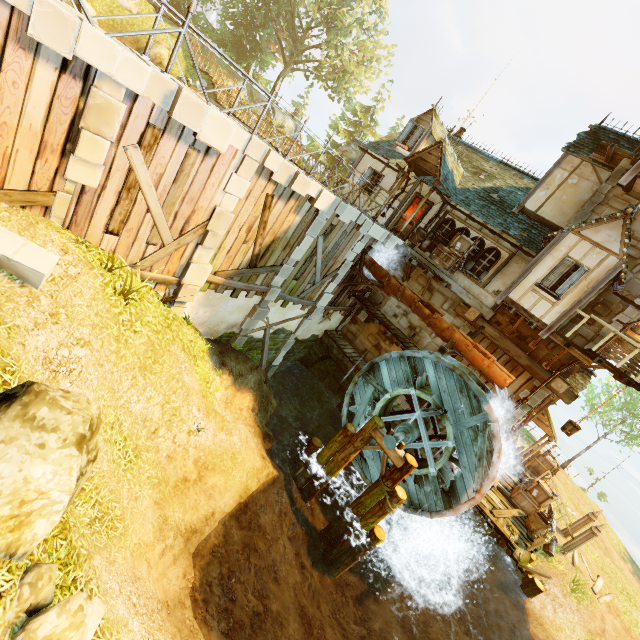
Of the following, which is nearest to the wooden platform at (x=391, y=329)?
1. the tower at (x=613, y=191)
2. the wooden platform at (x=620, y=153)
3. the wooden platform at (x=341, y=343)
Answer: the tower at (x=613, y=191)

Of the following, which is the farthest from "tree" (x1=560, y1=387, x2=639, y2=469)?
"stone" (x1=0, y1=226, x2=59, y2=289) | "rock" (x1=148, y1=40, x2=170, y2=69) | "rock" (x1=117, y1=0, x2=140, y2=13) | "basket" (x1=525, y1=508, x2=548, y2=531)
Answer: "rock" (x1=117, y1=0, x2=140, y2=13)

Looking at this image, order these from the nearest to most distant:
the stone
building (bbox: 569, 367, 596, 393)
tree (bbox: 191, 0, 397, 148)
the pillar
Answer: the stone, the pillar, building (bbox: 569, 367, 596, 393), tree (bbox: 191, 0, 397, 148)

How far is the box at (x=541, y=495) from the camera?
14.2 meters

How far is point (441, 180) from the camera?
13.7m

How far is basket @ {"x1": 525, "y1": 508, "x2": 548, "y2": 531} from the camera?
13.15m

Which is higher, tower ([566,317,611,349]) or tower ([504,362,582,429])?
tower ([566,317,611,349])

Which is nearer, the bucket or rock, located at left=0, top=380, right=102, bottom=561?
rock, located at left=0, top=380, right=102, bottom=561
